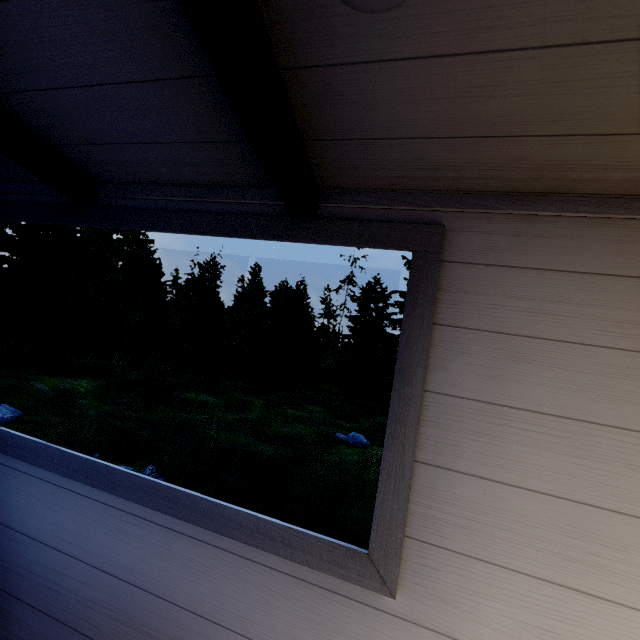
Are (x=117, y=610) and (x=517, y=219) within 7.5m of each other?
yes
